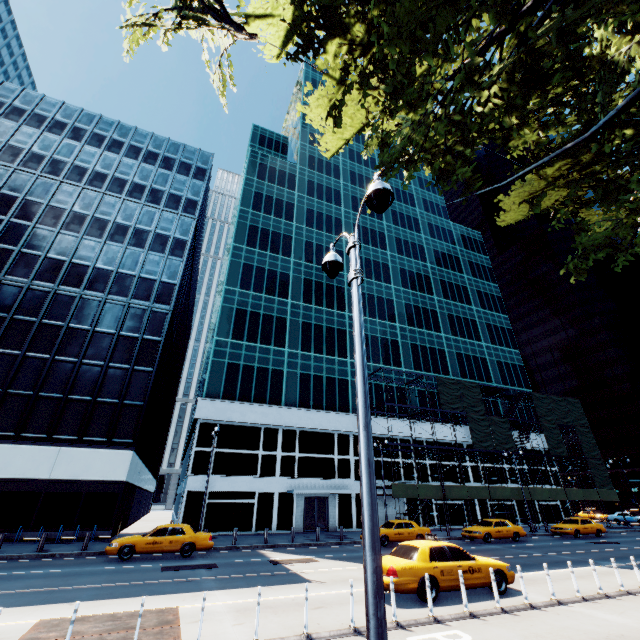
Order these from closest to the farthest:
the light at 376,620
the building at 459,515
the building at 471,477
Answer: the light at 376,620 → the building at 459,515 → the building at 471,477

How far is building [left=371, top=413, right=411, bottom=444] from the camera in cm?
3622

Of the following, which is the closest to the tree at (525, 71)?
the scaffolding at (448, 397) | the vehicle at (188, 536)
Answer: the vehicle at (188, 536)

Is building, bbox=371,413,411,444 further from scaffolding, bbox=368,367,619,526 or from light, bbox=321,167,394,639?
light, bbox=321,167,394,639

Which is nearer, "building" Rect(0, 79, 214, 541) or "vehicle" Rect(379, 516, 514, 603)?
→ "vehicle" Rect(379, 516, 514, 603)

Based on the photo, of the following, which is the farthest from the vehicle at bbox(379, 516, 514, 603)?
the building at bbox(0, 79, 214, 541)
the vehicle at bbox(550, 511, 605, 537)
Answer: the vehicle at bbox(550, 511, 605, 537)

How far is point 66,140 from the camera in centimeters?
3719cm

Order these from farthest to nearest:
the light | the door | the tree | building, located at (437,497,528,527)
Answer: building, located at (437,497,528,527) < the door < the tree < the light
